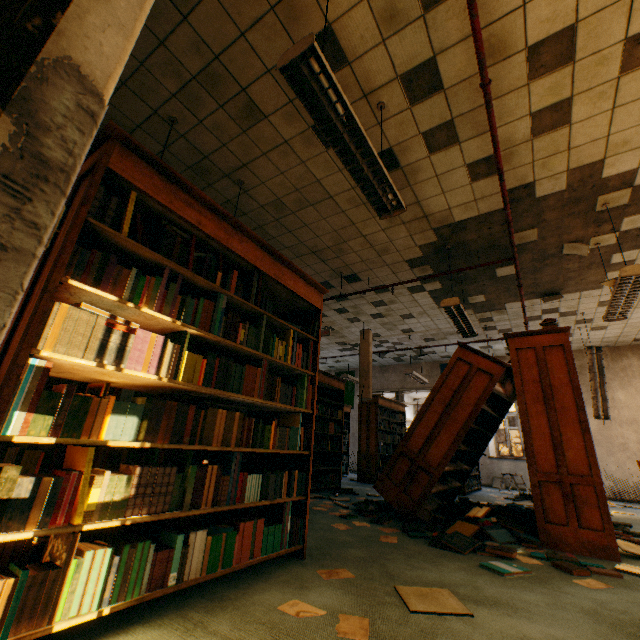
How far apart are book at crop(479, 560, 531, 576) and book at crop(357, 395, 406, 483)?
5.9m

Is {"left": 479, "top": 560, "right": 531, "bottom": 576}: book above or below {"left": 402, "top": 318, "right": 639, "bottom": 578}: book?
below

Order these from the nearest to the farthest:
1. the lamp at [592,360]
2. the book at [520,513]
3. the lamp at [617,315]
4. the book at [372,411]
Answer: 1. the book at [520,513]
2. the lamp at [617,315]
3. the lamp at [592,360]
4. the book at [372,411]

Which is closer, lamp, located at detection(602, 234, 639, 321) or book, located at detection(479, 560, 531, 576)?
book, located at detection(479, 560, 531, 576)

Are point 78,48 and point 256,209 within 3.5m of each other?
no

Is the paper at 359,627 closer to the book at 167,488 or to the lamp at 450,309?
the book at 167,488

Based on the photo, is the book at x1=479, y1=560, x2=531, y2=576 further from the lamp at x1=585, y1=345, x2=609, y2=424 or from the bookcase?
the lamp at x1=585, y1=345, x2=609, y2=424

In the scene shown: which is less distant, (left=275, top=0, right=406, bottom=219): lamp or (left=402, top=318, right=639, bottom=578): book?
(left=275, top=0, right=406, bottom=219): lamp
